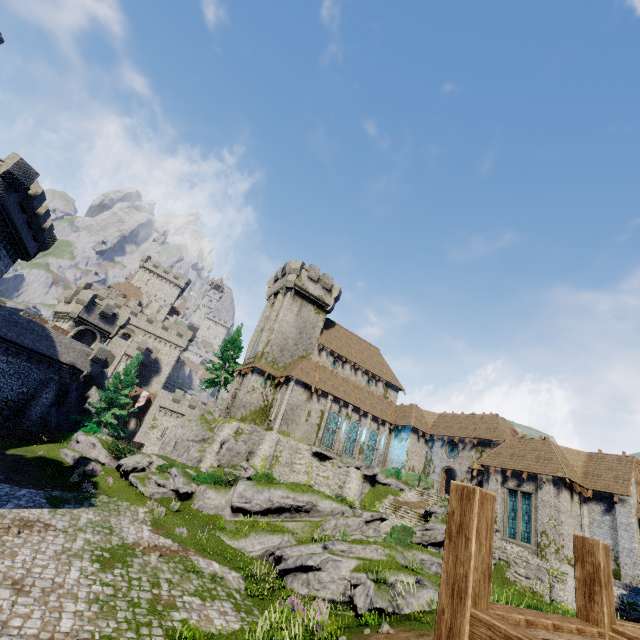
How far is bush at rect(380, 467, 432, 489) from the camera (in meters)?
34.19

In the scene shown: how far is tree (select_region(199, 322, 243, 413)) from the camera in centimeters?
4206cm

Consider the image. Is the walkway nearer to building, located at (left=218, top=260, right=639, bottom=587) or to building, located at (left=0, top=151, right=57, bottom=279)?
building, located at (left=0, top=151, right=57, bottom=279)

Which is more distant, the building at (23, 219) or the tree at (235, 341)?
the tree at (235, 341)

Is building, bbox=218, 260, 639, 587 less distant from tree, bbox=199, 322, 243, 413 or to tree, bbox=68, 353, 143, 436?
tree, bbox=199, 322, 243, 413

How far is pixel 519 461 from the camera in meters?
26.4

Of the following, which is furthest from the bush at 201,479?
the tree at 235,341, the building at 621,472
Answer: the tree at 235,341

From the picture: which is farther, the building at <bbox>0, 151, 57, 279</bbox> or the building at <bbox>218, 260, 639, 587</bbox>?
the building at <bbox>218, 260, 639, 587</bbox>
